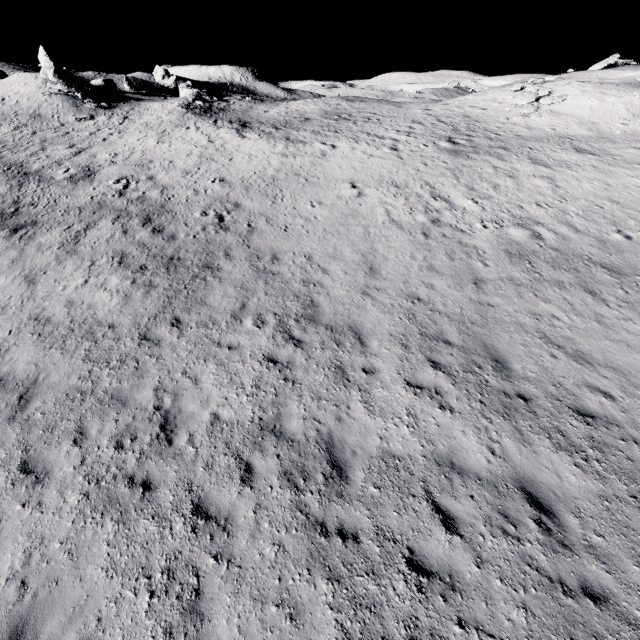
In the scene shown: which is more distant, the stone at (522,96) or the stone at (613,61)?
the stone at (613,61)

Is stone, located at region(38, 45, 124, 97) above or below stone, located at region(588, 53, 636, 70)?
below

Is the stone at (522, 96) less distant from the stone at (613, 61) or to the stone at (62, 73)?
the stone at (613, 61)

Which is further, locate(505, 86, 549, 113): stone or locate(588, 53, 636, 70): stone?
locate(588, 53, 636, 70): stone

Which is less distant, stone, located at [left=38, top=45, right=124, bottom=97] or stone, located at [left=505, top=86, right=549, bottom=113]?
stone, located at [left=505, top=86, right=549, bottom=113]

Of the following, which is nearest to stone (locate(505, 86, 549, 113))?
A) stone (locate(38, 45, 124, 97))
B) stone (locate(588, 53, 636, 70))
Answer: stone (locate(588, 53, 636, 70))

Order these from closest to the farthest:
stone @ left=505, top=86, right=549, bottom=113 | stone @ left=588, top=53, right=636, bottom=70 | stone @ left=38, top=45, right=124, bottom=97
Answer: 1. stone @ left=505, top=86, right=549, bottom=113
2. stone @ left=38, top=45, right=124, bottom=97
3. stone @ left=588, top=53, right=636, bottom=70

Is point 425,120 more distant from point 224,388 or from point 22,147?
point 22,147
